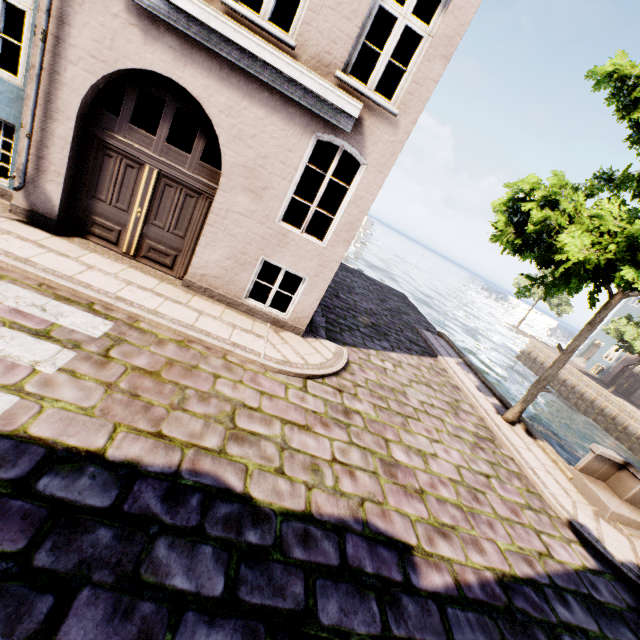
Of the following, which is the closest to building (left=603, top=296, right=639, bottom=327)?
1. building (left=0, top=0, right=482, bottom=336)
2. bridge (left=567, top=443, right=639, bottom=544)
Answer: bridge (left=567, top=443, right=639, bottom=544)

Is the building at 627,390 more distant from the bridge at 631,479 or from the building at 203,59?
the building at 203,59

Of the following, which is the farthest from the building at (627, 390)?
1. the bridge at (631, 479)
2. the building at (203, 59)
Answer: the building at (203, 59)

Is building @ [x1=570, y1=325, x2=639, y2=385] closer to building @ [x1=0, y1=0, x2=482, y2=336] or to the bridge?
the bridge

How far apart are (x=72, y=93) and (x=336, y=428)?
7.05m
